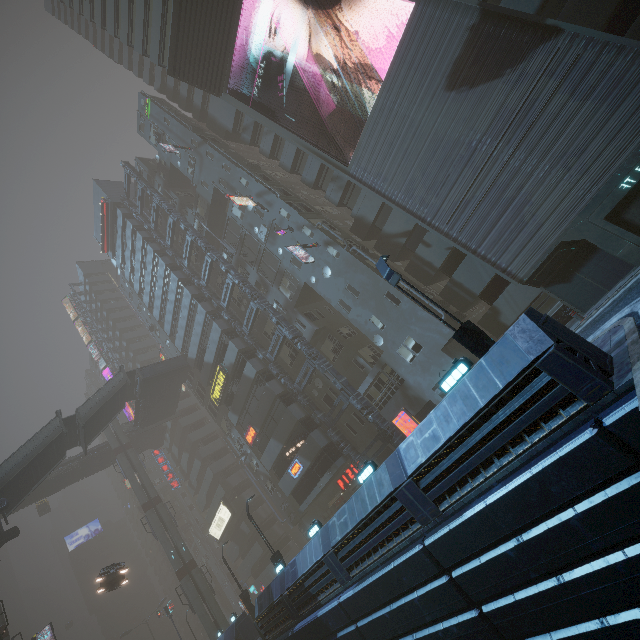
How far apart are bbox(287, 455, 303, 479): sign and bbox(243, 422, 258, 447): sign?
4.4m

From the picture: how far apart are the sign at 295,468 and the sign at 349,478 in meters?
3.7 m

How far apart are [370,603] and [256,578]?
47.35m

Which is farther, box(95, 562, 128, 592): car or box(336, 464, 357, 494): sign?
box(336, 464, 357, 494): sign

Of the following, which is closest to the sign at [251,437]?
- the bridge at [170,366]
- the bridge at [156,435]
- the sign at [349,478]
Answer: the sign at [349,478]

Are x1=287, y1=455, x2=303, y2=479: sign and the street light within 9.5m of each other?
no

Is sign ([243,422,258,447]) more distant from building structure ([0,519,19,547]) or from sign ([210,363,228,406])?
building structure ([0,519,19,547])

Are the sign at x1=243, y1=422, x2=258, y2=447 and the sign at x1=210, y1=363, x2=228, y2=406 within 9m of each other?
yes
